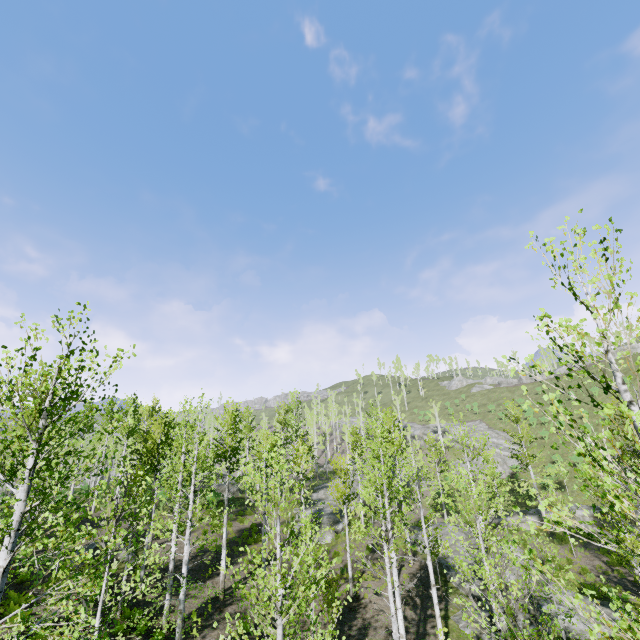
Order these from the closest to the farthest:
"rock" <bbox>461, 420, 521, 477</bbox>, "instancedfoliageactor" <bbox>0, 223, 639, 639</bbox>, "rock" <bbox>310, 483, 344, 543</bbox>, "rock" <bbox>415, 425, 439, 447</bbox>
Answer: "instancedfoliageactor" <bbox>0, 223, 639, 639</bbox>, "rock" <bbox>310, 483, 344, 543</bbox>, "rock" <bbox>461, 420, 521, 477</bbox>, "rock" <bbox>415, 425, 439, 447</bbox>

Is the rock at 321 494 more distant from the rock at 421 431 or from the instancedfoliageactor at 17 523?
→ the rock at 421 431

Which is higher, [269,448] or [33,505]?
[269,448]

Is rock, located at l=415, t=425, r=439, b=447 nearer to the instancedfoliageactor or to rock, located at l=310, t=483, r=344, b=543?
the instancedfoliageactor

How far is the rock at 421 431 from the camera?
55.0m

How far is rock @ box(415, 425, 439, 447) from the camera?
55.0m
